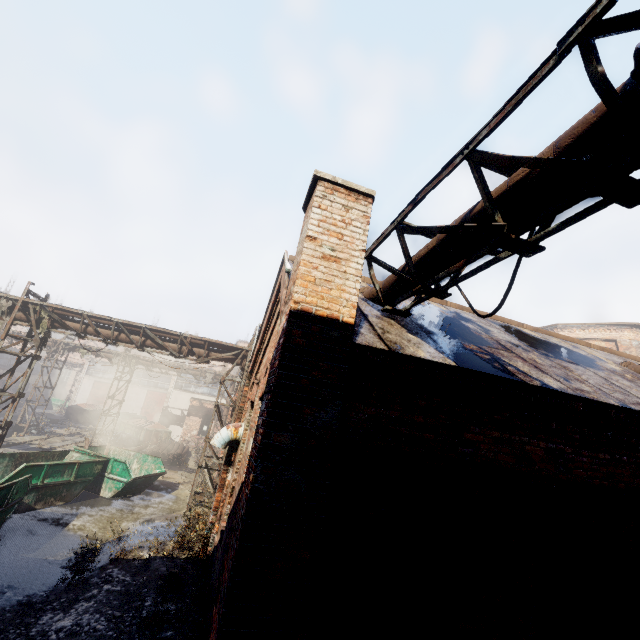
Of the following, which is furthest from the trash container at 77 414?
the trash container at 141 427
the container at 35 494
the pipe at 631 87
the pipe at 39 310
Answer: the pipe at 631 87

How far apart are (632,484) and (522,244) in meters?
3.6

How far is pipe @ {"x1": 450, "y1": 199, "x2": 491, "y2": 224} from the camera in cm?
338

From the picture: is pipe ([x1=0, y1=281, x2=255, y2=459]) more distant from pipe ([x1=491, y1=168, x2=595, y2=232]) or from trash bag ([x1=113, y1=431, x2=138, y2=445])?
pipe ([x1=491, y1=168, x2=595, y2=232])

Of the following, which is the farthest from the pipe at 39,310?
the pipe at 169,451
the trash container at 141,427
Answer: the trash container at 141,427

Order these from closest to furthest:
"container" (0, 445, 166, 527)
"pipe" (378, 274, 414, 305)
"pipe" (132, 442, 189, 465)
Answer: "pipe" (378, 274, 414, 305), "container" (0, 445, 166, 527), "pipe" (132, 442, 189, 465)

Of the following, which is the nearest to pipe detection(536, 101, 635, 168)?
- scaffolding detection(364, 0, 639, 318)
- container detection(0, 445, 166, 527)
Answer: scaffolding detection(364, 0, 639, 318)
